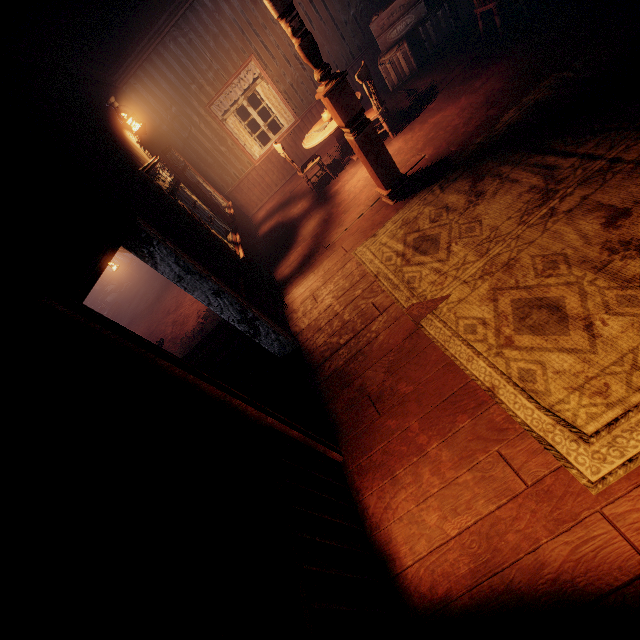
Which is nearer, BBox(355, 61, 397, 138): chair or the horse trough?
BBox(355, 61, 397, 138): chair

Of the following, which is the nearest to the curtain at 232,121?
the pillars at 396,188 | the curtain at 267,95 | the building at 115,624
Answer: the building at 115,624

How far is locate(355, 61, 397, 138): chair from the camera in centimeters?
520cm

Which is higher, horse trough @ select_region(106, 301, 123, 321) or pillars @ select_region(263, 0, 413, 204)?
pillars @ select_region(263, 0, 413, 204)

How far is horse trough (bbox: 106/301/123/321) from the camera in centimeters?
1800cm

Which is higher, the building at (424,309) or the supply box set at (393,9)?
the supply box set at (393,9)

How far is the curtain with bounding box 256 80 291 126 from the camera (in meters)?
7.52

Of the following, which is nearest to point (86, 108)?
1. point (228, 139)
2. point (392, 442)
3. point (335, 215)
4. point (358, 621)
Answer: point (335, 215)
